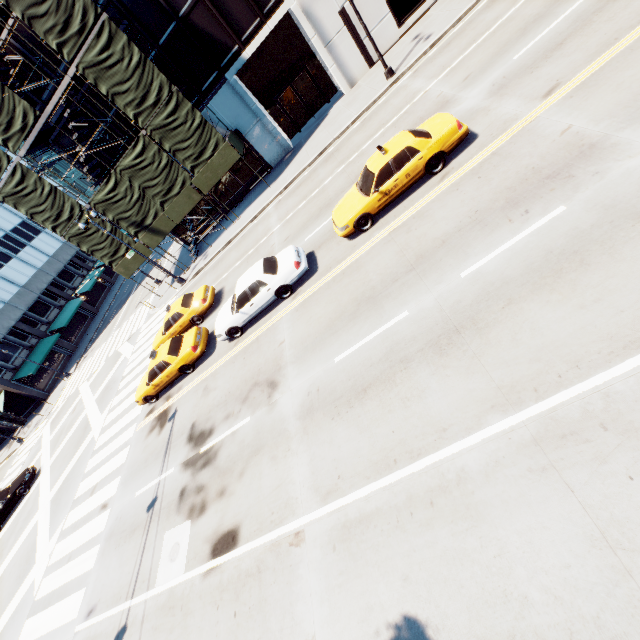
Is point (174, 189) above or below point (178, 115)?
below

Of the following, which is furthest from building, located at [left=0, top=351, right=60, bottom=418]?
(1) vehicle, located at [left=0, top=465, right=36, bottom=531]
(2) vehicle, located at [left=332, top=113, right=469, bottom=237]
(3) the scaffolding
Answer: (2) vehicle, located at [left=332, top=113, right=469, bottom=237]

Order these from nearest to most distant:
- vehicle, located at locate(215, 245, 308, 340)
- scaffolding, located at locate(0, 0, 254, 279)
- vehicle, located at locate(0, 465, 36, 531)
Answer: vehicle, located at locate(215, 245, 308, 340) → scaffolding, located at locate(0, 0, 254, 279) → vehicle, located at locate(0, 465, 36, 531)

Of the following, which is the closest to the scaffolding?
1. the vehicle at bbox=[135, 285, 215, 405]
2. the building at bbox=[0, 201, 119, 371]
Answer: the vehicle at bbox=[135, 285, 215, 405]

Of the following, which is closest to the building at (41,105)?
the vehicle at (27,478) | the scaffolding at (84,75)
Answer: the scaffolding at (84,75)

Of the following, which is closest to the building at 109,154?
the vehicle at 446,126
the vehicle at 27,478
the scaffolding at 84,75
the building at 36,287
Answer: the scaffolding at 84,75

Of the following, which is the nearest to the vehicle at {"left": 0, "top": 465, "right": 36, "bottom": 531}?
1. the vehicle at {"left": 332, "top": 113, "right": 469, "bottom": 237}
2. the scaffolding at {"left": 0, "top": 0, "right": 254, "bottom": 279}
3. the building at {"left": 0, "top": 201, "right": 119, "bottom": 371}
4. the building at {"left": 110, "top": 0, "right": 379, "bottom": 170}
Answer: the scaffolding at {"left": 0, "top": 0, "right": 254, "bottom": 279}

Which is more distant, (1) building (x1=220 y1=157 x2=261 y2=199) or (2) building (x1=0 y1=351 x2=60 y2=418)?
(2) building (x1=0 y1=351 x2=60 y2=418)
